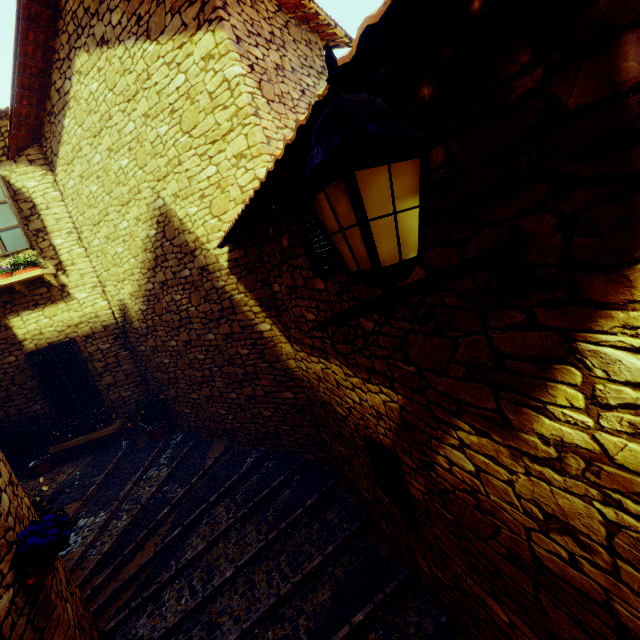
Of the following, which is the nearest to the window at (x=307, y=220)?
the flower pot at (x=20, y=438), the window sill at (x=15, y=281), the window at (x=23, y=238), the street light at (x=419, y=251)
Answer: the street light at (x=419, y=251)

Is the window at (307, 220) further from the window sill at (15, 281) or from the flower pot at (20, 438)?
the flower pot at (20, 438)

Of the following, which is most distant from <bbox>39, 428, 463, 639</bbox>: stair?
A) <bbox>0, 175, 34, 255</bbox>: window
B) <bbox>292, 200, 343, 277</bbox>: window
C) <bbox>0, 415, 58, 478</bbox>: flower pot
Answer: <bbox>0, 175, 34, 255</bbox>: window

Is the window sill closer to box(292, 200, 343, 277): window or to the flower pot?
A: the flower pot

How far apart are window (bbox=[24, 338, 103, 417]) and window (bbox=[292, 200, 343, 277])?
7.1m

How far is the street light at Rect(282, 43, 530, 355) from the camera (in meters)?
0.82

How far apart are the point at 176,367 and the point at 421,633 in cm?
600

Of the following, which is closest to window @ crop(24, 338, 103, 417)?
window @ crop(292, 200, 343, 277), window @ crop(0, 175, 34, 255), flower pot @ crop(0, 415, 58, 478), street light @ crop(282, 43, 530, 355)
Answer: flower pot @ crop(0, 415, 58, 478)
